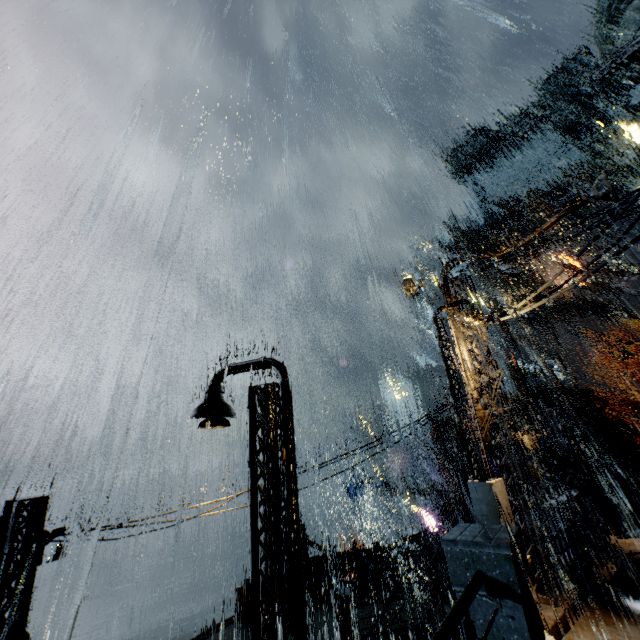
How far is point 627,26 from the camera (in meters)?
50.84

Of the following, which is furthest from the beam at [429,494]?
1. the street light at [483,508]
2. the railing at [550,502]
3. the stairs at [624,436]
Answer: the street light at [483,508]

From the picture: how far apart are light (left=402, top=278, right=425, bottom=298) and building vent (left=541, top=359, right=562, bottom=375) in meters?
43.8 m

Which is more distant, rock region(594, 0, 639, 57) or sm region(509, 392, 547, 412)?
rock region(594, 0, 639, 57)

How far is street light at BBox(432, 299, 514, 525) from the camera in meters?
7.6

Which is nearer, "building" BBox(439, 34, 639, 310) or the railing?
the railing

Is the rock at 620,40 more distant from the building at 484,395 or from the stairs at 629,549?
the stairs at 629,549

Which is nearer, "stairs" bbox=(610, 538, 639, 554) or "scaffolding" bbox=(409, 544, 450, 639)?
"scaffolding" bbox=(409, 544, 450, 639)
